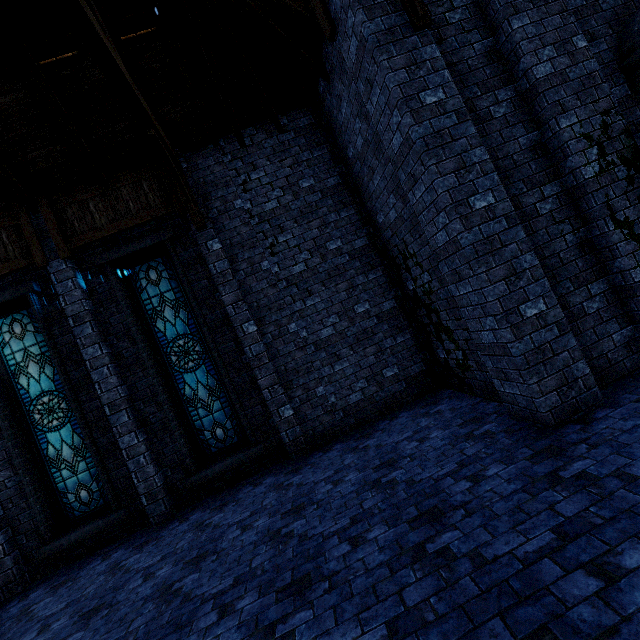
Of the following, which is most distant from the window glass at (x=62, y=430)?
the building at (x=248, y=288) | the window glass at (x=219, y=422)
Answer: the window glass at (x=219, y=422)

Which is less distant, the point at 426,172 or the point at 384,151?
the point at 426,172

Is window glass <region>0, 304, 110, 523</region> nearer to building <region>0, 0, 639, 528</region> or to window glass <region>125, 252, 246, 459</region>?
building <region>0, 0, 639, 528</region>

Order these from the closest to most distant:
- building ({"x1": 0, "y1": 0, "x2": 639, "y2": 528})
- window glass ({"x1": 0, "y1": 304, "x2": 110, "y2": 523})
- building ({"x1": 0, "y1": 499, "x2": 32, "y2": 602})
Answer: building ({"x1": 0, "y1": 0, "x2": 639, "y2": 528}) < building ({"x1": 0, "y1": 499, "x2": 32, "y2": 602}) < window glass ({"x1": 0, "y1": 304, "x2": 110, "y2": 523})
